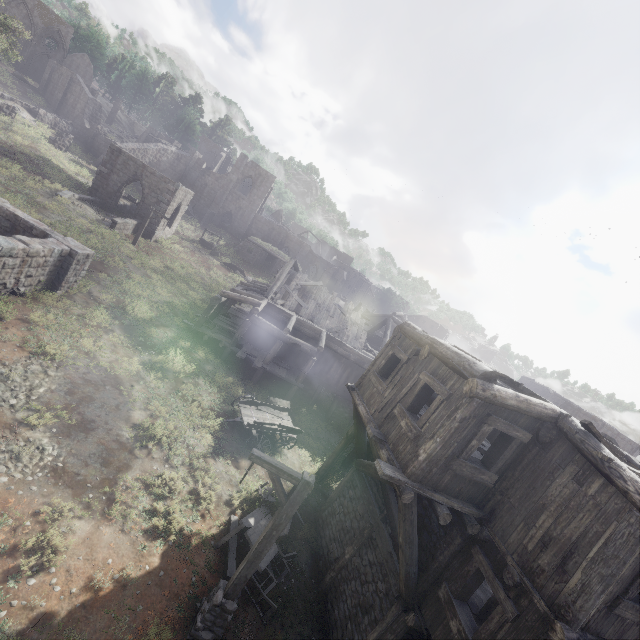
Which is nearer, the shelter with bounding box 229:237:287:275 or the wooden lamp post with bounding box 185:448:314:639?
the wooden lamp post with bounding box 185:448:314:639

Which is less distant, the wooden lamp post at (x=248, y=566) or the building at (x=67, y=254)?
the wooden lamp post at (x=248, y=566)

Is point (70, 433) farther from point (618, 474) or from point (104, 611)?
point (618, 474)

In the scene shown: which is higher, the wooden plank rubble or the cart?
the wooden plank rubble

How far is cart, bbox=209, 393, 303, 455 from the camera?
14.2 meters

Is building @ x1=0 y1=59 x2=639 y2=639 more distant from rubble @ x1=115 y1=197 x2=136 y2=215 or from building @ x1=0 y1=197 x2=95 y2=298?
building @ x1=0 y1=197 x2=95 y2=298

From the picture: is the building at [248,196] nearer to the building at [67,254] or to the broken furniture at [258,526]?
the broken furniture at [258,526]

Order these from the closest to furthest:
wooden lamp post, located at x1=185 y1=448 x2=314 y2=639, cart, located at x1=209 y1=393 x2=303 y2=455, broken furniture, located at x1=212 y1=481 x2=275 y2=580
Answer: wooden lamp post, located at x1=185 y1=448 x2=314 y2=639 < broken furniture, located at x1=212 y1=481 x2=275 y2=580 < cart, located at x1=209 y1=393 x2=303 y2=455
